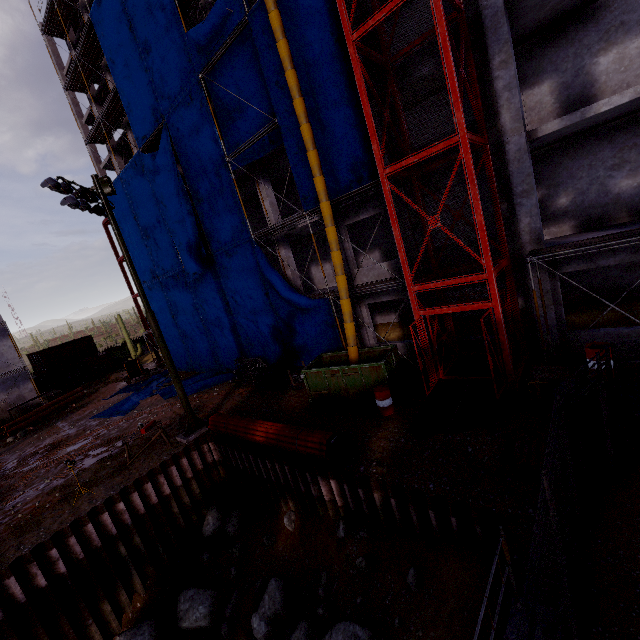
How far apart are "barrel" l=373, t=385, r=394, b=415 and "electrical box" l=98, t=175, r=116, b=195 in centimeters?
1266cm

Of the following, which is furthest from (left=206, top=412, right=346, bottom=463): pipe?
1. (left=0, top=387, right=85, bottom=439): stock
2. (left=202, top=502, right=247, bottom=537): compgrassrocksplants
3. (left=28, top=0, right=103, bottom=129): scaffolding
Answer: (left=0, top=387, right=85, bottom=439): stock

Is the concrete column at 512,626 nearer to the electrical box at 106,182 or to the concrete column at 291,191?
the concrete column at 291,191

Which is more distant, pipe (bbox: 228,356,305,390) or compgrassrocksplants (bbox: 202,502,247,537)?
pipe (bbox: 228,356,305,390)

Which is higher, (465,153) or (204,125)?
(204,125)

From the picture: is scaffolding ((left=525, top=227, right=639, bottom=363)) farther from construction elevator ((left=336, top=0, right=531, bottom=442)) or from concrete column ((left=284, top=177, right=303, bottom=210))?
concrete column ((left=284, top=177, right=303, bottom=210))

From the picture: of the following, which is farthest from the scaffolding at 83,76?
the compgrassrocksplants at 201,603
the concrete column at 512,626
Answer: the compgrassrocksplants at 201,603

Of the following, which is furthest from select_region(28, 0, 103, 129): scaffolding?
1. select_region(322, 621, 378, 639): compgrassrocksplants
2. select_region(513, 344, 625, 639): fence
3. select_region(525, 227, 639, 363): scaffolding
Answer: → select_region(322, 621, 378, 639): compgrassrocksplants
